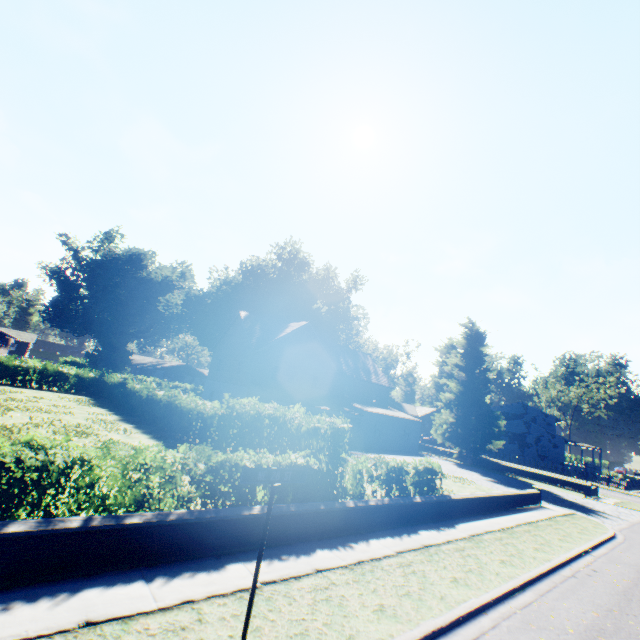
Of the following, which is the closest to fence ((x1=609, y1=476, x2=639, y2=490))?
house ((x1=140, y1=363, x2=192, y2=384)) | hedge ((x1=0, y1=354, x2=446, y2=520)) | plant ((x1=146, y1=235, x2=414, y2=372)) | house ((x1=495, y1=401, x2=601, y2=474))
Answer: plant ((x1=146, y1=235, x2=414, y2=372))

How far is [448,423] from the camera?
35.69m

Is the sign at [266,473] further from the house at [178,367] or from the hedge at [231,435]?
the house at [178,367]

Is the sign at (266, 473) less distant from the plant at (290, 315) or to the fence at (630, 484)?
the plant at (290, 315)

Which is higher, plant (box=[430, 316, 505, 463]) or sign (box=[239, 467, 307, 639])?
plant (box=[430, 316, 505, 463])

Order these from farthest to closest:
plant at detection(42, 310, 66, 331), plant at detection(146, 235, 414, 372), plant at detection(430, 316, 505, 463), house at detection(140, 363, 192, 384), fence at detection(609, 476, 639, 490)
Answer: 1. plant at detection(42, 310, 66, 331)
2. house at detection(140, 363, 192, 384)
3. plant at detection(146, 235, 414, 372)
4. fence at detection(609, 476, 639, 490)
5. plant at detection(430, 316, 505, 463)

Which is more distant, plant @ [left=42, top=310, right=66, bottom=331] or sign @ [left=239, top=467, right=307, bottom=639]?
plant @ [left=42, top=310, right=66, bottom=331]

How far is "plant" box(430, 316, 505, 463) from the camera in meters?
33.5
